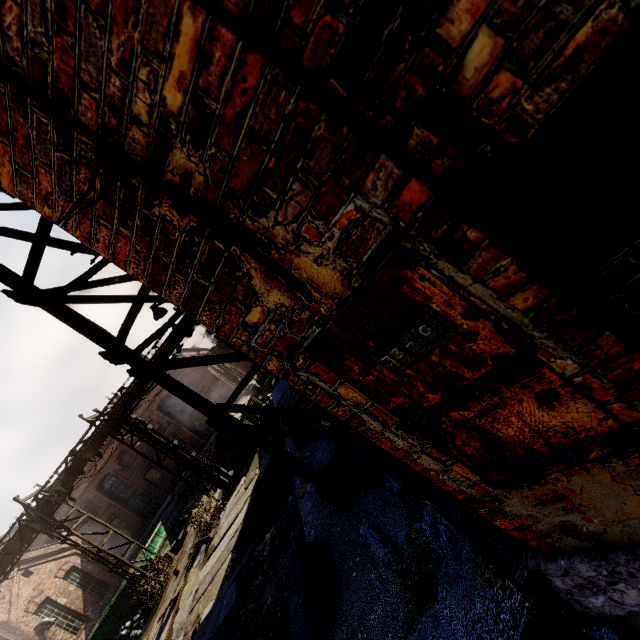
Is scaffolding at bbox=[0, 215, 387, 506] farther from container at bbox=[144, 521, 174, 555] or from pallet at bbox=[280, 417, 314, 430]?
container at bbox=[144, 521, 174, 555]

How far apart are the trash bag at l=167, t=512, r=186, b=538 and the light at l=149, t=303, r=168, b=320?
16.66m

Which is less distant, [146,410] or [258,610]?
[258,610]

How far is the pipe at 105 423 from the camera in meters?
13.8

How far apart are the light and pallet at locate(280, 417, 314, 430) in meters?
3.2

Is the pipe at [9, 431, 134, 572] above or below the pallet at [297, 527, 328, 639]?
above

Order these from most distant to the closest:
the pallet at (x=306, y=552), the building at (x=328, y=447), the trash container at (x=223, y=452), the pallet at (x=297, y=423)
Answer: the trash container at (x=223, y=452) → the pallet at (x=297, y=423) → the building at (x=328, y=447) → the pallet at (x=306, y=552)

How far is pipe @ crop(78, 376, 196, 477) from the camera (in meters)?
13.80
